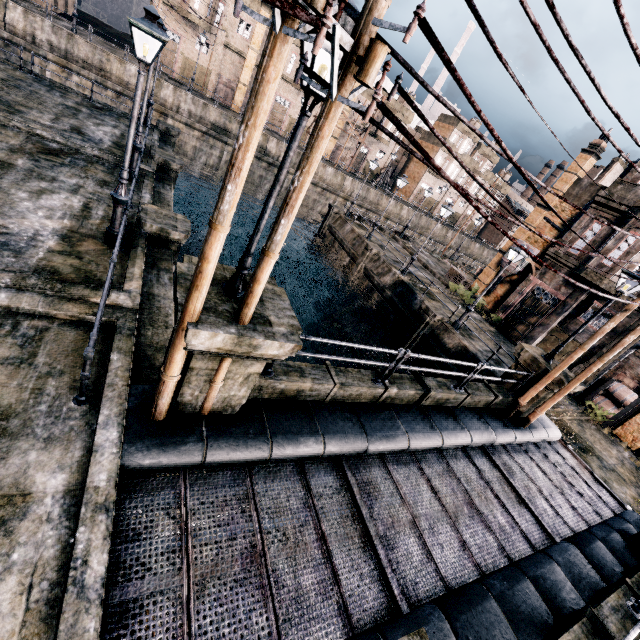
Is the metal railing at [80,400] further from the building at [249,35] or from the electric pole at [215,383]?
→ the building at [249,35]

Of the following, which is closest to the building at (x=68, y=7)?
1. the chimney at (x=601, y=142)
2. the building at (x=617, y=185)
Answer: the chimney at (x=601, y=142)

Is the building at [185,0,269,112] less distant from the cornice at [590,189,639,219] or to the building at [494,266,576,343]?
the building at [494,266,576,343]

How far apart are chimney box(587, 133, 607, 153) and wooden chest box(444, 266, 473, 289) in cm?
1303

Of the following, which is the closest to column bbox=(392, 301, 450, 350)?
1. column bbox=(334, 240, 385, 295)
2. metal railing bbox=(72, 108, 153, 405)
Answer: column bbox=(334, 240, 385, 295)

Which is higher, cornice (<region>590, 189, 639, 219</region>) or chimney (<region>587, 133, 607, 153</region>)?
chimney (<region>587, 133, 607, 153</region>)

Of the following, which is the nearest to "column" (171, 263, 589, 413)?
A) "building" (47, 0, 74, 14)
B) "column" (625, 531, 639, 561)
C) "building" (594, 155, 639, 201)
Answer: "column" (625, 531, 639, 561)

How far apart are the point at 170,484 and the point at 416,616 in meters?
4.7
